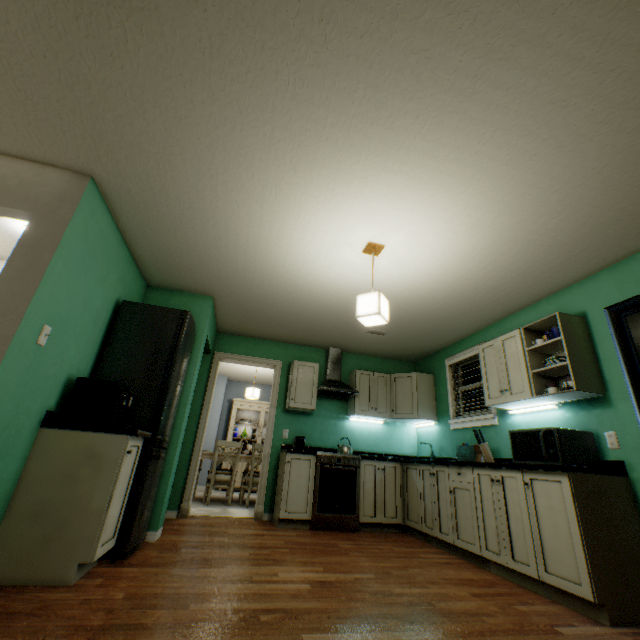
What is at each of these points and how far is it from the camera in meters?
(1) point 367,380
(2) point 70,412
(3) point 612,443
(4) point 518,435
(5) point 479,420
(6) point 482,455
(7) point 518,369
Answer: (1) cabinet, 5.0
(2) coffee machine, 2.3
(3) outlet, 2.5
(4) microwave oven, 2.9
(5) window, 3.9
(6) knife stand, 3.3
(7) cabinet, 3.1

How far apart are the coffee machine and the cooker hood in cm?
265

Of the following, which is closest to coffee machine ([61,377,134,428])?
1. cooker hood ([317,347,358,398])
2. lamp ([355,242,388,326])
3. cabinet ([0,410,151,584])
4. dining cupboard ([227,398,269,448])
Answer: cabinet ([0,410,151,584])

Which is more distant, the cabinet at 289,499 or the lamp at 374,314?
the cabinet at 289,499

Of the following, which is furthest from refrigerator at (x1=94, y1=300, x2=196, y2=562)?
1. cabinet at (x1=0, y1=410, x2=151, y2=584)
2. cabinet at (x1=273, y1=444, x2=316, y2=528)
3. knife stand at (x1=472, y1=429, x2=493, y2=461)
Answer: knife stand at (x1=472, y1=429, x2=493, y2=461)

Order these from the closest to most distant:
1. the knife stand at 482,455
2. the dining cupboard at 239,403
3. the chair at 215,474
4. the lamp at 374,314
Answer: the lamp at 374,314 < the knife stand at 482,455 < the chair at 215,474 < the dining cupboard at 239,403

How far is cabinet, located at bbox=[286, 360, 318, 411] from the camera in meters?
4.7

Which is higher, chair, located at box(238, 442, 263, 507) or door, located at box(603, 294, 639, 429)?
door, located at box(603, 294, 639, 429)
